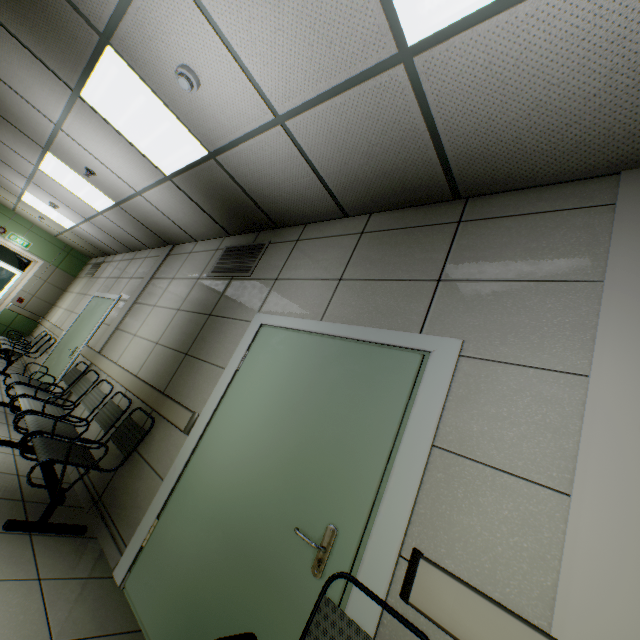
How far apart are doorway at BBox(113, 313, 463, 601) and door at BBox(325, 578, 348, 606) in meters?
0.0 m

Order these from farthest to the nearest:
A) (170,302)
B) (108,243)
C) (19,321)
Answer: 1. (19,321)
2. (108,243)
3. (170,302)

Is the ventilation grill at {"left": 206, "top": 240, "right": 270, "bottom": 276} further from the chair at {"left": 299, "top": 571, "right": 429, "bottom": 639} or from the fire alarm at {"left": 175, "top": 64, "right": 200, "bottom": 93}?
the chair at {"left": 299, "top": 571, "right": 429, "bottom": 639}

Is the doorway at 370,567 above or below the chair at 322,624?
above

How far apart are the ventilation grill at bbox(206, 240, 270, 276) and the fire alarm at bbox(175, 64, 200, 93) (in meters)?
1.58

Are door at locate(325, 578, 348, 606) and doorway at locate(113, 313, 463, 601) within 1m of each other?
yes

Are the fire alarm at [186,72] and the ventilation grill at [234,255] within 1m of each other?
no

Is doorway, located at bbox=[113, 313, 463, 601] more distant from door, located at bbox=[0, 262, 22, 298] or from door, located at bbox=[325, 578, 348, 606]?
door, located at bbox=[0, 262, 22, 298]
